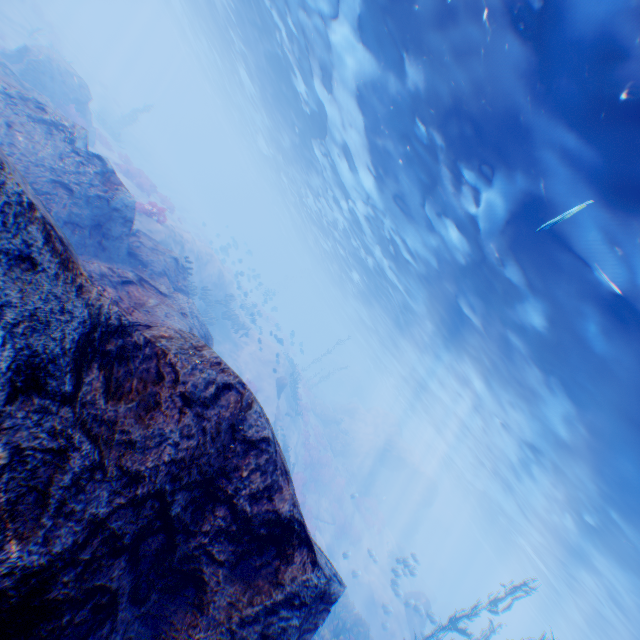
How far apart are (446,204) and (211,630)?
12.01m

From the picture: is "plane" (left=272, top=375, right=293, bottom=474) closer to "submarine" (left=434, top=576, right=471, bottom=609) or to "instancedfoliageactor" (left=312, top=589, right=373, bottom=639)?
"instancedfoliageactor" (left=312, top=589, right=373, bottom=639)

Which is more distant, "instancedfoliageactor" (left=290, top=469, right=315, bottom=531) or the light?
"instancedfoliageactor" (left=290, top=469, right=315, bottom=531)

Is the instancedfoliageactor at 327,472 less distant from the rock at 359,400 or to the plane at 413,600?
the rock at 359,400

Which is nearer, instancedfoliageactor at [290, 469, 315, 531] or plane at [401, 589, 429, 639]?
plane at [401, 589, 429, 639]

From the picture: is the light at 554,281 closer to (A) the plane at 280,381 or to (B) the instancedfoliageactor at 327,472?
(A) the plane at 280,381

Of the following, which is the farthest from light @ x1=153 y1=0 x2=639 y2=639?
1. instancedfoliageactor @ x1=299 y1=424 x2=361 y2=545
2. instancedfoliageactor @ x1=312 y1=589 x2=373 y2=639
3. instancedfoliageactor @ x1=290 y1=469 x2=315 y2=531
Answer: instancedfoliageactor @ x1=290 y1=469 x2=315 y2=531

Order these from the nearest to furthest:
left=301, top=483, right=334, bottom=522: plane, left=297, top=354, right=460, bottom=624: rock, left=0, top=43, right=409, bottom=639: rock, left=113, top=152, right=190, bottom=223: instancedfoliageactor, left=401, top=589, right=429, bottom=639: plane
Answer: left=0, top=43, right=409, bottom=639: rock, left=113, top=152, right=190, bottom=223: instancedfoliageactor, left=401, top=589, right=429, bottom=639: plane, left=301, top=483, right=334, bottom=522: plane, left=297, top=354, right=460, bottom=624: rock
